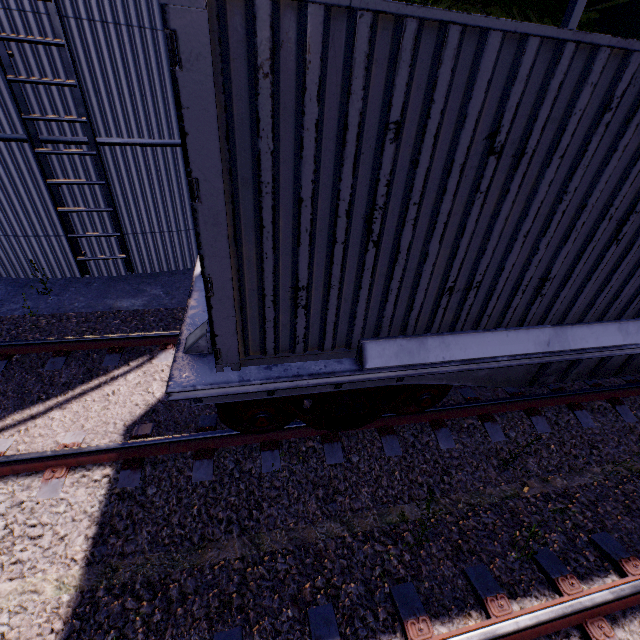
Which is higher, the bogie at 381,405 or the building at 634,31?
the building at 634,31

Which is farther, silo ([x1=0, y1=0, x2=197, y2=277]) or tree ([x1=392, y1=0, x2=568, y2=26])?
tree ([x1=392, y1=0, x2=568, y2=26])

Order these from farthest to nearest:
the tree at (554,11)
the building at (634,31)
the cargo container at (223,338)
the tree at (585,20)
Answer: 1. the building at (634,31)
2. the tree at (554,11)
3. the tree at (585,20)
4. the cargo container at (223,338)

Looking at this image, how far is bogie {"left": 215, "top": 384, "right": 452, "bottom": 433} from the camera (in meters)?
3.46

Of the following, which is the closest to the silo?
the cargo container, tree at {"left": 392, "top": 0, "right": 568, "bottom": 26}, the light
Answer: tree at {"left": 392, "top": 0, "right": 568, "bottom": 26}

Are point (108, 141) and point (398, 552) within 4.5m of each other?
no

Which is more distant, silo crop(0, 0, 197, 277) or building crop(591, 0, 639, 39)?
building crop(591, 0, 639, 39)

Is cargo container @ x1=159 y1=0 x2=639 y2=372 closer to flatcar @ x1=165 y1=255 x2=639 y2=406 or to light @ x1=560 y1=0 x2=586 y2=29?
flatcar @ x1=165 y1=255 x2=639 y2=406
